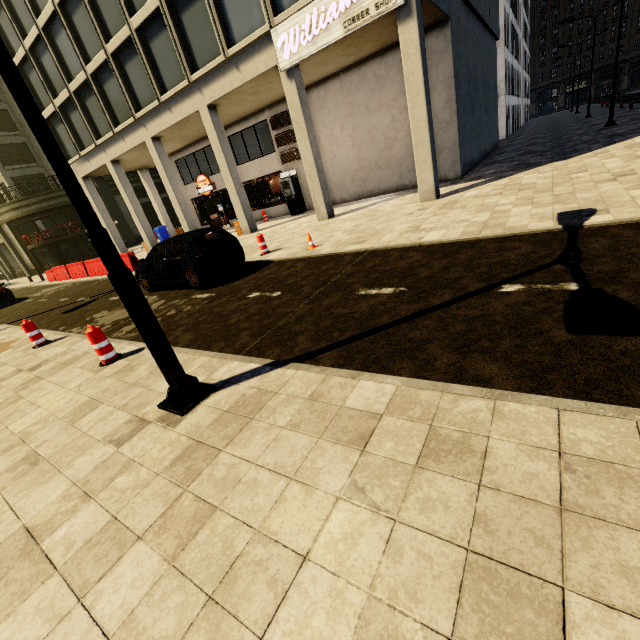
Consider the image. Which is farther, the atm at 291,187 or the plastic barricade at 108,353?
the atm at 291,187

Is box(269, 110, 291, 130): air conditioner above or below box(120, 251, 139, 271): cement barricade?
above

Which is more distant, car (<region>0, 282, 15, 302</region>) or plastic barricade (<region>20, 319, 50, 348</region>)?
car (<region>0, 282, 15, 302</region>)

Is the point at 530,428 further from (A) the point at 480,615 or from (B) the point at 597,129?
(B) the point at 597,129

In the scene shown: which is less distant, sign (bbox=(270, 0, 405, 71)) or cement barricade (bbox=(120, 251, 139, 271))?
sign (bbox=(270, 0, 405, 71))

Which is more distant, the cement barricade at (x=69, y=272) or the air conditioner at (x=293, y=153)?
the air conditioner at (x=293, y=153)

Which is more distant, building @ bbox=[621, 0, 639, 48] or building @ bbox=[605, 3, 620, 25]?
building @ bbox=[605, 3, 620, 25]

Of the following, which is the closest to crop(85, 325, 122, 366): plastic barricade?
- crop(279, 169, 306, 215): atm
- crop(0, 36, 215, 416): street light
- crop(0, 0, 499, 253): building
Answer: crop(0, 36, 215, 416): street light
